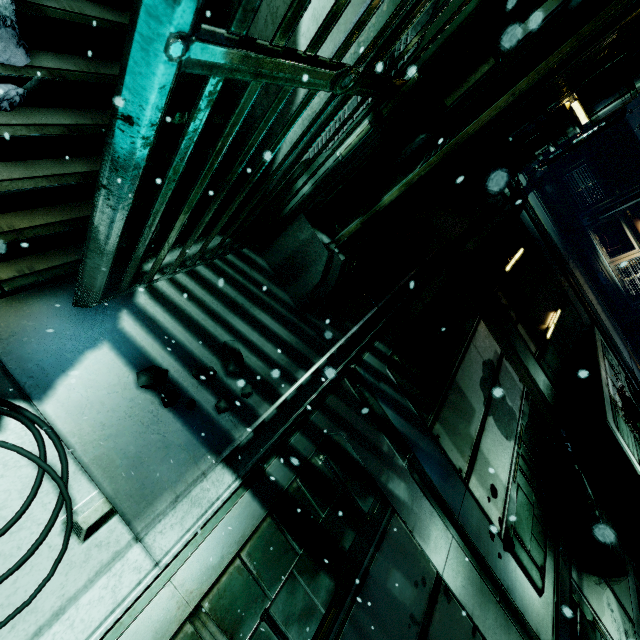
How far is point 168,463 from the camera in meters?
1.7

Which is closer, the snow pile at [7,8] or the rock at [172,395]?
the snow pile at [7,8]

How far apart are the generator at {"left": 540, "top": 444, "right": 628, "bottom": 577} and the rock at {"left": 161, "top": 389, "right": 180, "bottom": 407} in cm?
512

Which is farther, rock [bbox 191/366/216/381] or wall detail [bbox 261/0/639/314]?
rock [bbox 191/366/216/381]

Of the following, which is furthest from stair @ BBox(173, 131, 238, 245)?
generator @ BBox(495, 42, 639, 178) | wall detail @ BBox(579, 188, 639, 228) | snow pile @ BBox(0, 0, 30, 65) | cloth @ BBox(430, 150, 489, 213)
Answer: wall detail @ BBox(579, 188, 639, 228)

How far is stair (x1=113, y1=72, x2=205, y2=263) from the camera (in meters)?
1.90

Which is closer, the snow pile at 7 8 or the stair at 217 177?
the snow pile at 7 8

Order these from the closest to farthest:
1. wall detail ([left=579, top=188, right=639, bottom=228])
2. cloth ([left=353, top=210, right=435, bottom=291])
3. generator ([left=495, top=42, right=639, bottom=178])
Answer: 1. cloth ([left=353, top=210, right=435, bottom=291])
2. generator ([left=495, top=42, right=639, bottom=178])
3. wall detail ([left=579, top=188, right=639, bottom=228])
